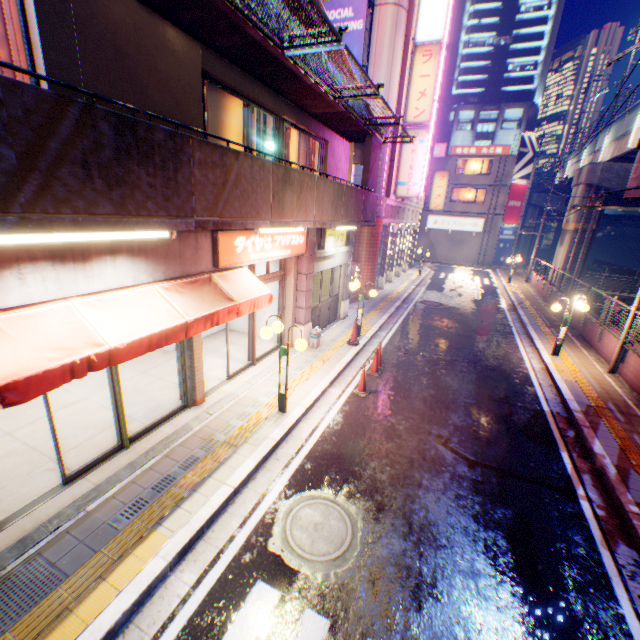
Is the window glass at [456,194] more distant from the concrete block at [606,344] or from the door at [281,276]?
the door at [281,276]

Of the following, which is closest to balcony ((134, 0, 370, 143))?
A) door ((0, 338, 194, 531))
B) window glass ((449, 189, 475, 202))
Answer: door ((0, 338, 194, 531))

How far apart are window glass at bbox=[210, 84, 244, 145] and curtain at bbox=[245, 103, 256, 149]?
0.2m

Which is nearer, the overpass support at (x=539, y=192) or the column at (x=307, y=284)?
the column at (x=307, y=284)

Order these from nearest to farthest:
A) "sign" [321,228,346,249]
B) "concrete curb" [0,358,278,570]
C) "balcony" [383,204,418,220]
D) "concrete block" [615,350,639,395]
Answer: "concrete curb" [0,358,278,570], "concrete block" [615,350,639,395], "sign" [321,228,346,249], "balcony" [383,204,418,220]

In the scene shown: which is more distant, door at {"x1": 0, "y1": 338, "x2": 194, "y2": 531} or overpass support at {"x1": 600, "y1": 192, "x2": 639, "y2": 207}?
overpass support at {"x1": 600, "y1": 192, "x2": 639, "y2": 207}

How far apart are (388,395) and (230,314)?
5.15m

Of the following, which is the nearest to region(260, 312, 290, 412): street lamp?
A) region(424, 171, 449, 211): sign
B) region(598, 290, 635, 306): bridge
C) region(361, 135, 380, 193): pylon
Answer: region(361, 135, 380, 193): pylon
